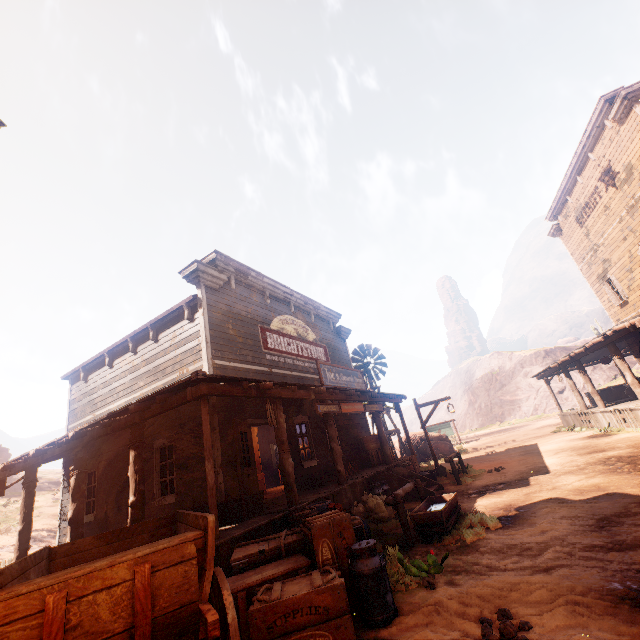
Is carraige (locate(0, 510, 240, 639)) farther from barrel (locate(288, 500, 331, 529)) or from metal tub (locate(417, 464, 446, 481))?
metal tub (locate(417, 464, 446, 481))

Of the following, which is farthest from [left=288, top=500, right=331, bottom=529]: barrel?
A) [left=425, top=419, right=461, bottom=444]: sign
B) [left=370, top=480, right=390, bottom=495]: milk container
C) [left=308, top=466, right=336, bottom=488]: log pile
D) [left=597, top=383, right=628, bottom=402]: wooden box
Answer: [left=425, top=419, right=461, bottom=444]: sign

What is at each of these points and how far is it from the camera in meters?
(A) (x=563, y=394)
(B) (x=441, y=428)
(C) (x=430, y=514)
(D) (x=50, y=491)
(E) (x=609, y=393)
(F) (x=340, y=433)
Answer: (A) z, 44.7 m
(B) sign, 30.2 m
(C) horse trough, 6.0 m
(D) z, 35.2 m
(E) wooden box, 20.1 m
(F) building, 13.8 m

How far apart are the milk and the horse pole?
2.1m

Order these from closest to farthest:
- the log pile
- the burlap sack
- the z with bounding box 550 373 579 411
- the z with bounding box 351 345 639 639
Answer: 1. the z with bounding box 351 345 639 639
2. the burlap sack
3. the log pile
4. the z with bounding box 550 373 579 411

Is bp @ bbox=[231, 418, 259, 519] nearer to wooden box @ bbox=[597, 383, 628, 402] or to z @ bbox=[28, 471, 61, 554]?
z @ bbox=[28, 471, 61, 554]

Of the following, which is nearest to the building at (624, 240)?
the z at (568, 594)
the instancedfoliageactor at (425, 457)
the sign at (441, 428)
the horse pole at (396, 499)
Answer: the z at (568, 594)

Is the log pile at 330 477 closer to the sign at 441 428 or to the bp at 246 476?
the bp at 246 476
